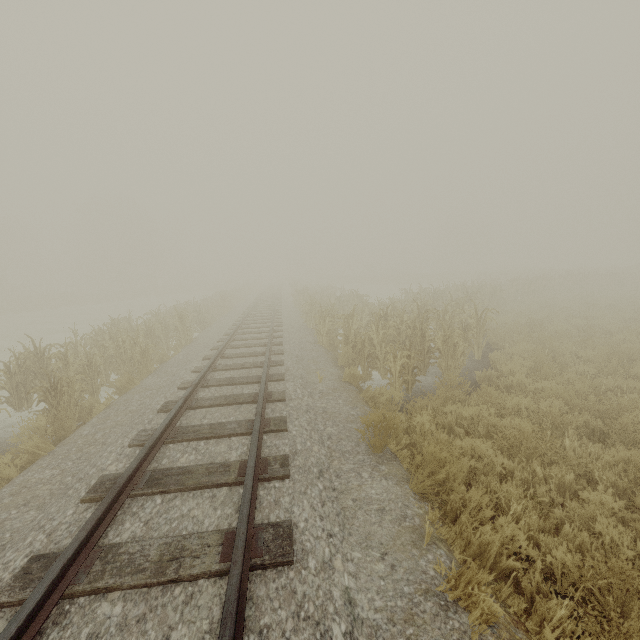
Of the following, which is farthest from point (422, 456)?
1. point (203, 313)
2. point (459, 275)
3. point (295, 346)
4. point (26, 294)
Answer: point (26, 294)
